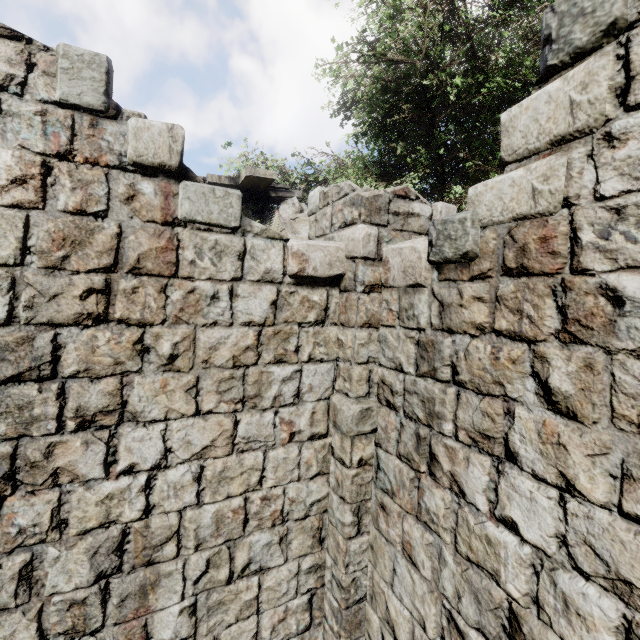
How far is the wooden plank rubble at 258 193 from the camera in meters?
5.9

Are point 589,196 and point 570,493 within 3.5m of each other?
yes

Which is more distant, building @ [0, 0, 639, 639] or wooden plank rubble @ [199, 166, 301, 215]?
wooden plank rubble @ [199, 166, 301, 215]

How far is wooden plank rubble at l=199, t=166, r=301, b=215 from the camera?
5.91m

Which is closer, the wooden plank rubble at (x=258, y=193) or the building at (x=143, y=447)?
the building at (x=143, y=447)

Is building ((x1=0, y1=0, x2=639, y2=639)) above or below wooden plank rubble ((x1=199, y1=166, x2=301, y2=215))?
below
